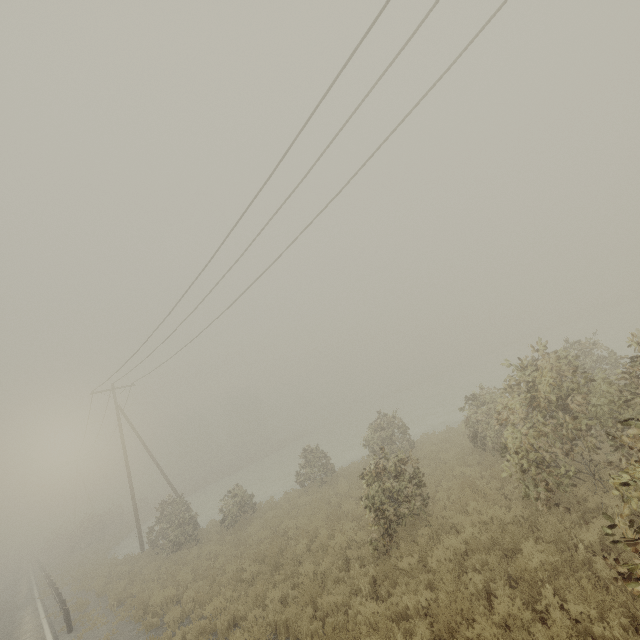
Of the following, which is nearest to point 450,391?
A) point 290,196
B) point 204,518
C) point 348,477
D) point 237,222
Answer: point 348,477
